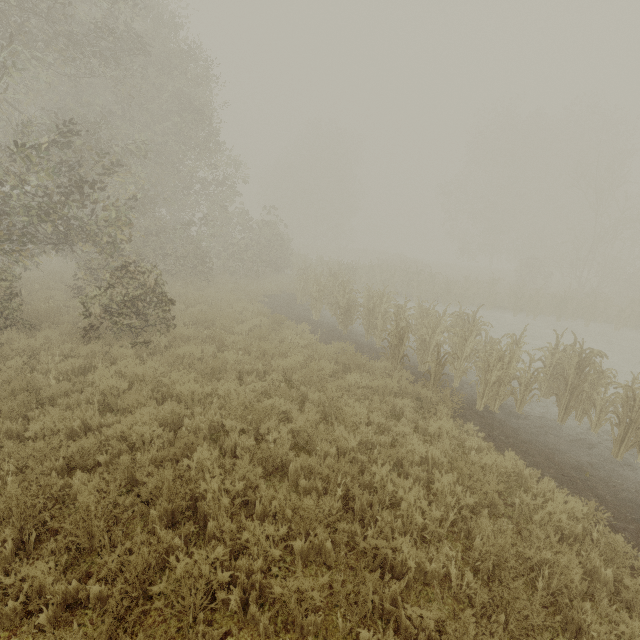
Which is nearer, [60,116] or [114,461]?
[114,461]

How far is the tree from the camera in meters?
9.5 m

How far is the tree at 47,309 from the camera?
9.5 meters
